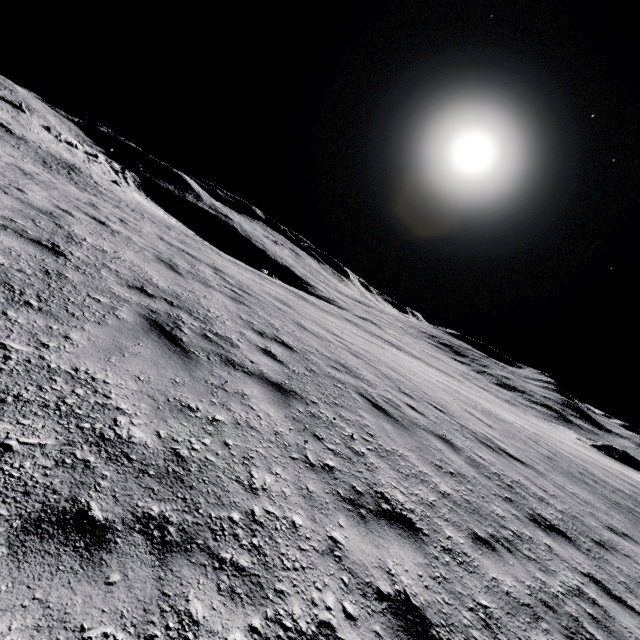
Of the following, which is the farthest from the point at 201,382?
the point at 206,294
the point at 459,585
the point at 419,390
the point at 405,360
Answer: the point at 405,360
